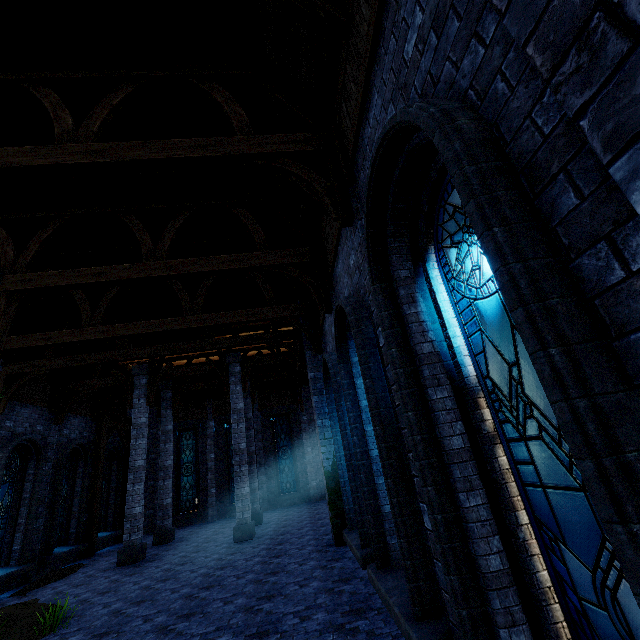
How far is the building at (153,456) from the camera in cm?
1834

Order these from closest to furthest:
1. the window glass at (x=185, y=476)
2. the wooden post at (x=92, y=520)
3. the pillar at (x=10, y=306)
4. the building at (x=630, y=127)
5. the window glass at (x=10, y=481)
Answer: the building at (x=630, y=127)
the pillar at (x=10, y=306)
the window glass at (x=10, y=481)
the wooden post at (x=92, y=520)
the window glass at (x=185, y=476)

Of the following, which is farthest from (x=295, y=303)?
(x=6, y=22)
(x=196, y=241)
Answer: (x=6, y=22)

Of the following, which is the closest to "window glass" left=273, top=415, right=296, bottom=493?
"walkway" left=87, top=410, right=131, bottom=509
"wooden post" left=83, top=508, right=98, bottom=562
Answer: "walkway" left=87, top=410, right=131, bottom=509

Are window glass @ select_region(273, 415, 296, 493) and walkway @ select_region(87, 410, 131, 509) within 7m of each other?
no

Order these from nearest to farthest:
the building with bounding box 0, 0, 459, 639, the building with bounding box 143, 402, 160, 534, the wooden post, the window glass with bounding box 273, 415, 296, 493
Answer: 1. the building with bounding box 0, 0, 459, 639
2. the wooden post
3. the building with bounding box 143, 402, 160, 534
4. the window glass with bounding box 273, 415, 296, 493

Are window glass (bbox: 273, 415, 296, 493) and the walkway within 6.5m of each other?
no

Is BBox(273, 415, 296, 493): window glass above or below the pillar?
below
